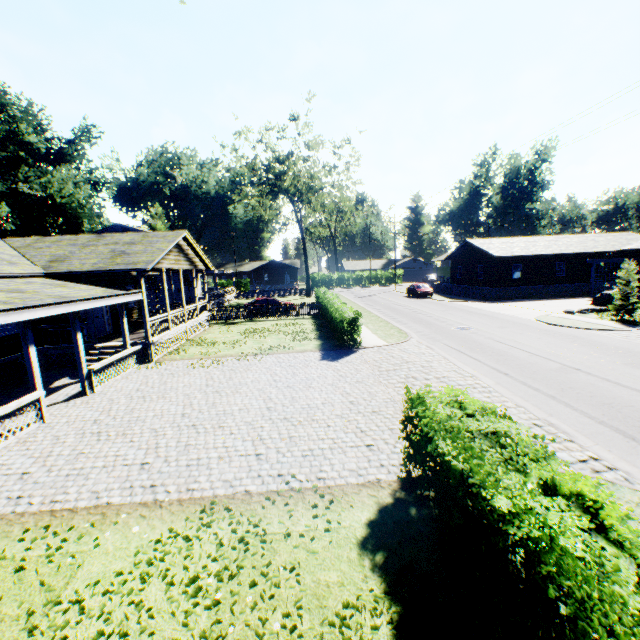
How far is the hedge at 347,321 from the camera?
15.6 meters

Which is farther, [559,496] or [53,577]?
[53,577]

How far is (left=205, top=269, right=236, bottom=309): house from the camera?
35.39m

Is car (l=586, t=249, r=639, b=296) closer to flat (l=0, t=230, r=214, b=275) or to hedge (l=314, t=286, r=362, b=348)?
hedge (l=314, t=286, r=362, b=348)

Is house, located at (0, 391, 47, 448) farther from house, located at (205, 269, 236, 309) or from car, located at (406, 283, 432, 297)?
car, located at (406, 283, 432, 297)

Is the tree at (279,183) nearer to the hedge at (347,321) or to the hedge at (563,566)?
the hedge at (347,321)

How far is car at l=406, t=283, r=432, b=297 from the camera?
37.9m

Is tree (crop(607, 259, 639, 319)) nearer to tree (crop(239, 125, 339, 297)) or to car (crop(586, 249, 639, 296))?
car (crop(586, 249, 639, 296))
